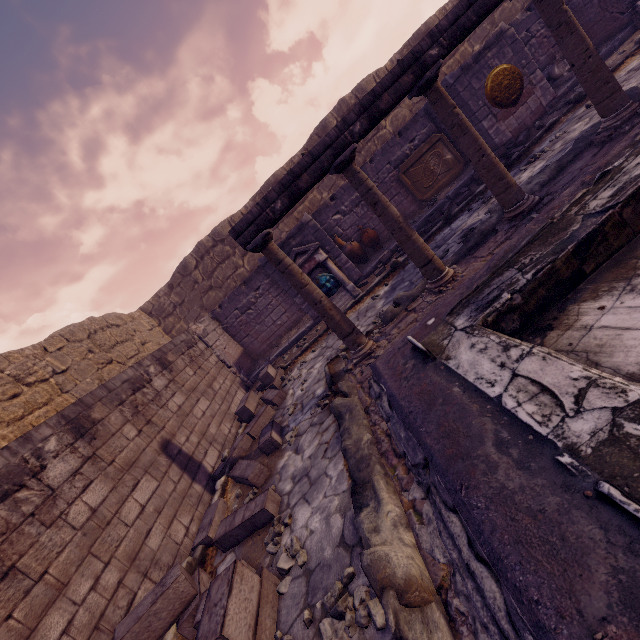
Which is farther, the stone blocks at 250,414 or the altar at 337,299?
the altar at 337,299

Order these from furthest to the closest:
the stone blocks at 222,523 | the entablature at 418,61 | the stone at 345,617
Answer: the entablature at 418,61
the stone blocks at 222,523
the stone at 345,617

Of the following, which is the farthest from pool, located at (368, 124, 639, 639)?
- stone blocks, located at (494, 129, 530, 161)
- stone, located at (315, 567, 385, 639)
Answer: stone blocks, located at (494, 129, 530, 161)

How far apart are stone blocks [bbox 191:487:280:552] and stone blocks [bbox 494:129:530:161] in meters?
8.3

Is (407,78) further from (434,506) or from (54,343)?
(54,343)

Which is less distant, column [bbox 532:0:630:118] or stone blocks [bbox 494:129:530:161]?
column [bbox 532:0:630:118]

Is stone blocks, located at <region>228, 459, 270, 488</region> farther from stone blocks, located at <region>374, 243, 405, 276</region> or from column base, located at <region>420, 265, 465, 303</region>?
stone blocks, located at <region>374, 243, 405, 276</region>

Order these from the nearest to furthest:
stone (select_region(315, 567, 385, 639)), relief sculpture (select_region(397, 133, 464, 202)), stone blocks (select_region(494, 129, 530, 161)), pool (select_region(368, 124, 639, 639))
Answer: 1. pool (select_region(368, 124, 639, 639))
2. stone (select_region(315, 567, 385, 639))
3. stone blocks (select_region(494, 129, 530, 161))
4. relief sculpture (select_region(397, 133, 464, 202))
